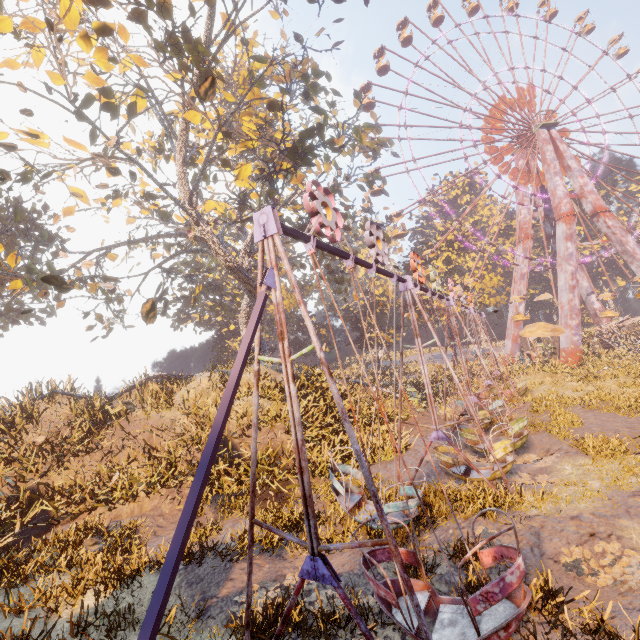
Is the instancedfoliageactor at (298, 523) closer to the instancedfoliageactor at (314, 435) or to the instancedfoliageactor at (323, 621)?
the instancedfoliageactor at (314, 435)

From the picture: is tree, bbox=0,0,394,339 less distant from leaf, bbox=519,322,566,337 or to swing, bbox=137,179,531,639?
swing, bbox=137,179,531,639

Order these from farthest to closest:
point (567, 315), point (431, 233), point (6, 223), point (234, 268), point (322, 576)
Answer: point (431, 233) → point (567, 315) → point (6, 223) → point (234, 268) → point (322, 576)

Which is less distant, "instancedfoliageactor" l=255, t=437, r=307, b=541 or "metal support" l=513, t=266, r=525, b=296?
"instancedfoliageactor" l=255, t=437, r=307, b=541

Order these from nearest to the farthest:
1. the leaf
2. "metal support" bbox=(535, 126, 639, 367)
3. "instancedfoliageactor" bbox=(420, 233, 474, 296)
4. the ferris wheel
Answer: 1. the leaf
2. "metal support" bbox=(535, 126, 639, 367)
3. the ferris wheel
4. "instancedfoliageactor" bbox=(420, 233, 474, 296)

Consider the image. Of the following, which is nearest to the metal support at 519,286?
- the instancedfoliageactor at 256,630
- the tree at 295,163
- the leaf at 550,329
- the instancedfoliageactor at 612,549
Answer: the tree at 295,163

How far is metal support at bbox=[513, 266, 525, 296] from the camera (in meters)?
38.62

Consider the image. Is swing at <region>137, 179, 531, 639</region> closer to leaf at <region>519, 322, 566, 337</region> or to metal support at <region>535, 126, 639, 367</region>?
leaf at <region>519, 322, 566, 337</region>
